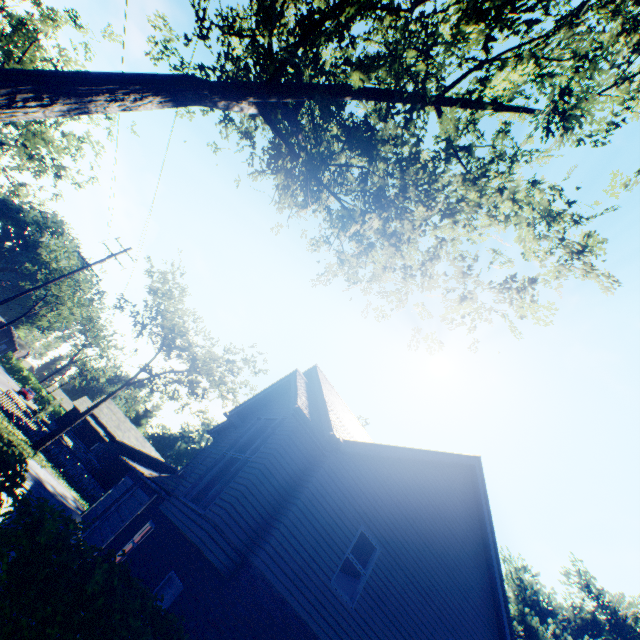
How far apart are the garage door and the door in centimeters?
742cm

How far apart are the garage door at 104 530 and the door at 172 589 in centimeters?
742cm

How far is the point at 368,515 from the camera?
9.3m

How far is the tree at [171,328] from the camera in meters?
27.4 m

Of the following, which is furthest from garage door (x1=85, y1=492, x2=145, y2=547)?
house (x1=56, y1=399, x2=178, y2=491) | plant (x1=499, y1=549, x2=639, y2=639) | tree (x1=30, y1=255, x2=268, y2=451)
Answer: plant (x1=499, y1=549, x2=639, y2=639)

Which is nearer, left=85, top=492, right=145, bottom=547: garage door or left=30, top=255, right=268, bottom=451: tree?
left=85, top=492, right=145, bottom=547: garage door

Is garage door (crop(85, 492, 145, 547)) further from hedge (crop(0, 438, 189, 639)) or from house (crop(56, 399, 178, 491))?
house (crop(56, 399, 178, 491))

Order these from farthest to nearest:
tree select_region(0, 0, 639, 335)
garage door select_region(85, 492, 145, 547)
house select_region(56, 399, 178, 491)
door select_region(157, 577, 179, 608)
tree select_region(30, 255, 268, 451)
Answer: house select_region(56, 399, 178, 491)
tree select_region(30, 255, 268, 451)
garage door select_region(85, 492, 145, 547)
door select_region(157, 577, 179, 608)
tree select_region(0, 0, 639, 335)
